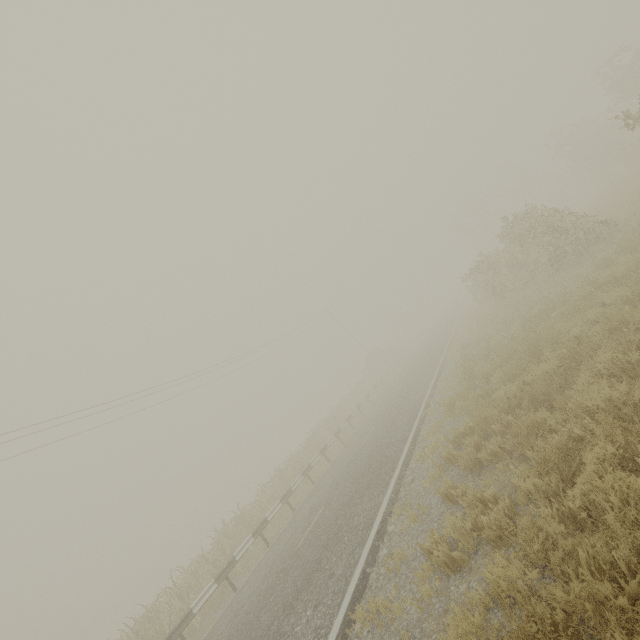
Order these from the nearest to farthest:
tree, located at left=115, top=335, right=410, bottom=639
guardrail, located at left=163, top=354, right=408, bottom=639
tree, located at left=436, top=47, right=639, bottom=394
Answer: guardrail, located at left=163, top=354, right=408, bottom=639
tree, located at left=115, top=335, right=410, bottom=639
tree, located at left=436, top=47, right=639, bottom=394

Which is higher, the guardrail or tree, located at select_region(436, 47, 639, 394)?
tree, located at select_region(436, 47, 639, 394)

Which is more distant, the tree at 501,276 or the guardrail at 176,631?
the tree at 501,276

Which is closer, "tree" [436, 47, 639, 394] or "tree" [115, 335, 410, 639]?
"tree" [115, 335, 410, 639]

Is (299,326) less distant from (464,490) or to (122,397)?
(122,397)

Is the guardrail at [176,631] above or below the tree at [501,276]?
below

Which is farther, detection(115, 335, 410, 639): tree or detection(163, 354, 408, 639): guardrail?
detection(115, 335, 410, 639): tree
